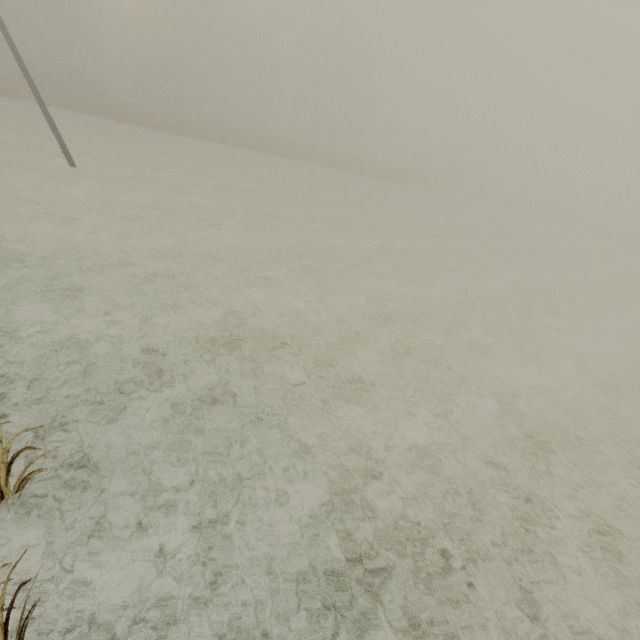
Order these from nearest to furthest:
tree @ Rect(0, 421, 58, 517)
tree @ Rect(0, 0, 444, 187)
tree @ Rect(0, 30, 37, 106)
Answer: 1. tree @ Rect(0, 421, 58, 517)
2. tree @ Rect(0, 30, 37, 106)
3. tree @ Rect(0, 0, 444, 187)

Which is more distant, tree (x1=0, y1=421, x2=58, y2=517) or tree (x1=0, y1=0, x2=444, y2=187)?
tree (x1=0, y1=0, x2=444, y2=187)

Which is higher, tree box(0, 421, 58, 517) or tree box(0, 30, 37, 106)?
tree box(0, 30, 37, 106)

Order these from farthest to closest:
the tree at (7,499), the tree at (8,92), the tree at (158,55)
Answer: the tree at (158,55), the tree at (8,92), the tree at (7,499)

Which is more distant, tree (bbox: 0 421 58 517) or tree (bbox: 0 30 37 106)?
tree (bbox: 0 30 37 106)

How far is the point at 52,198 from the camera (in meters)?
13.25

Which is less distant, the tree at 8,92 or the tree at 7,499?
the tree at 7,499
